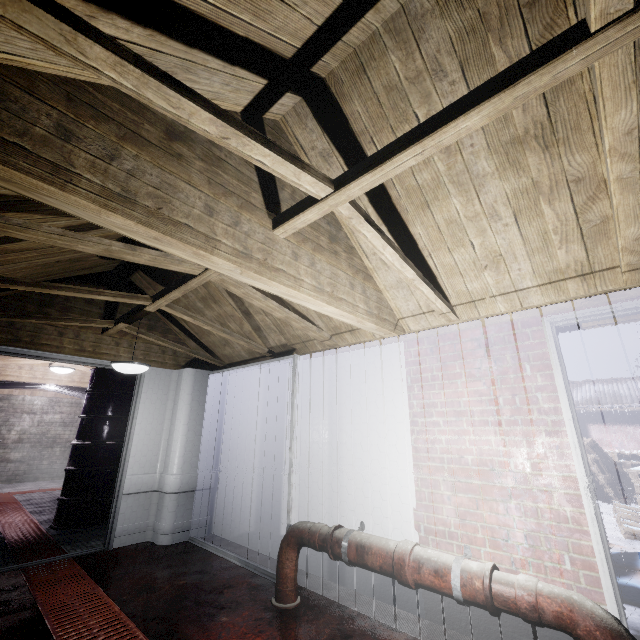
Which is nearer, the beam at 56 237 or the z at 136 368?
the beam at 56 237

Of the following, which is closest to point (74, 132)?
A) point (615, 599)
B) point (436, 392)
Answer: point (436, 392)

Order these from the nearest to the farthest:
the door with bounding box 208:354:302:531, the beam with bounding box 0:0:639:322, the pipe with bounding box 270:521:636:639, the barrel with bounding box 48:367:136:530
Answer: the beam with bounding box 0:0:639:322
the pipe with bounding box 270:521:636:639
the door with bounding box 208:354:302:531
the barrel with bounding box 48:367:136:530

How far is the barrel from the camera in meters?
4.2 m

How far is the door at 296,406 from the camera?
2.9m

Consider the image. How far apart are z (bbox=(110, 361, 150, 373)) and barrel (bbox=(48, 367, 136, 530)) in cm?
184

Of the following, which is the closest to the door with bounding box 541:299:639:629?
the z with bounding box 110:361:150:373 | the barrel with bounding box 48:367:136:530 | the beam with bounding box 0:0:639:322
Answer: the beam with bounding box 0:0:639:322

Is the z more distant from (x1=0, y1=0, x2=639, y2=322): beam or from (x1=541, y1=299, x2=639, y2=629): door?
(x1=541, y1=299, x2=639, y2=629): door
